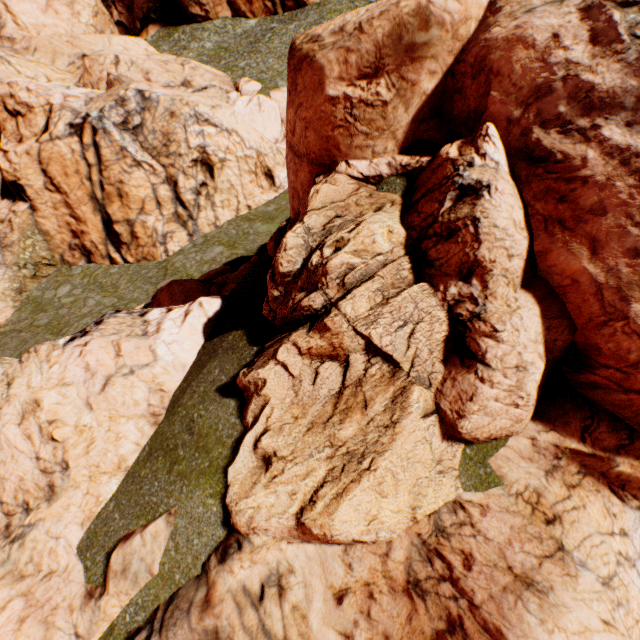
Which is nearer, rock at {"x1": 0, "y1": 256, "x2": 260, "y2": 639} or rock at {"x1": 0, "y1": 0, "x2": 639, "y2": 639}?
rock at {"x1": 0, "y1": 0, "x2": 639, "y2": 639}

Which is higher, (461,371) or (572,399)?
(461,371)

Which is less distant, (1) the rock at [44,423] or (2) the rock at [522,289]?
(2) the rock at [522,289]
